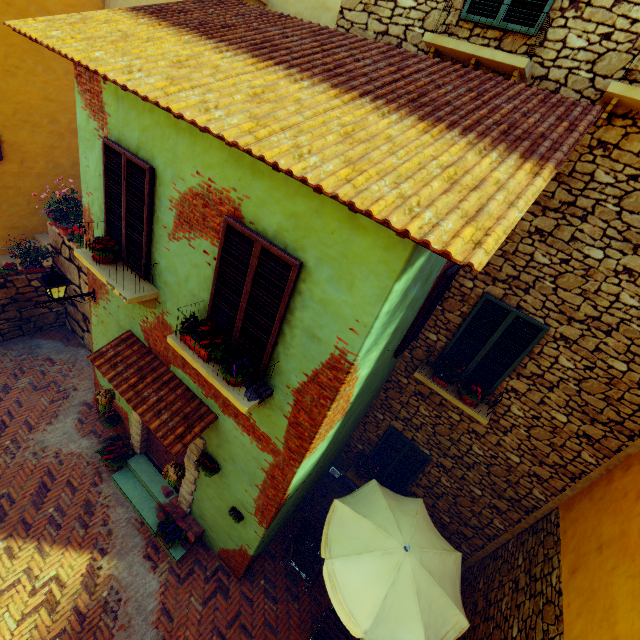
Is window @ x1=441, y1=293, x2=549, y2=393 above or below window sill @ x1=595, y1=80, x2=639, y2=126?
below

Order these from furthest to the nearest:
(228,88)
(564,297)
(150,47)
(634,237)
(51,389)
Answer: (51,389) < (564,297) < (634,237) < (150,47) < (228,88)

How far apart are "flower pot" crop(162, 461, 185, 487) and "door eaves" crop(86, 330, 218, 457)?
0.5m

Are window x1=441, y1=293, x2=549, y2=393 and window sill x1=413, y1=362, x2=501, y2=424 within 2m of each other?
yes

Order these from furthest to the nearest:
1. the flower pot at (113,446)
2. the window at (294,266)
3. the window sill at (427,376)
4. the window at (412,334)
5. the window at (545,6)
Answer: the flower pot at (113,446) → the window sill at (427,376) → the window at (412,334) → the window at (545,6) → the window at (294,266)

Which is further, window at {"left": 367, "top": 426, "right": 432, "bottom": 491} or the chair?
window at {"left": 367, "top": 426, "right": 432, "bottom": 491}

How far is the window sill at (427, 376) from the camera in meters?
5.9 m

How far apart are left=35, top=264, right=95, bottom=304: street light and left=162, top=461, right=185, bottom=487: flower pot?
3.5 meters
